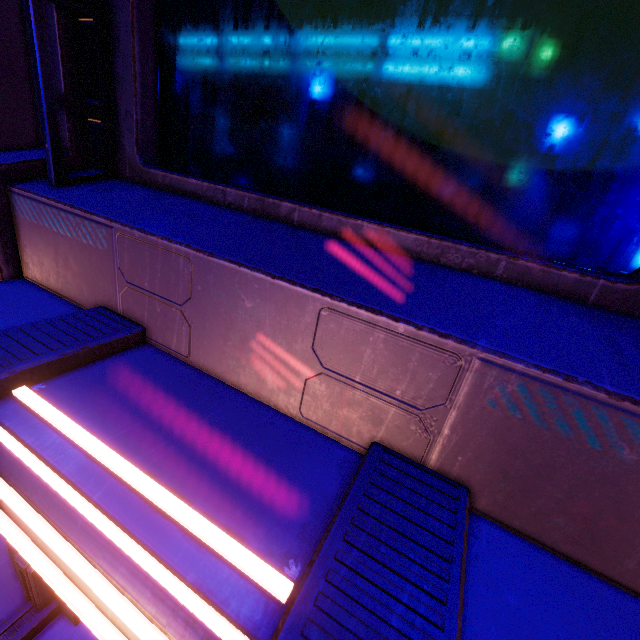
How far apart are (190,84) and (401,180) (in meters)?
1.58
